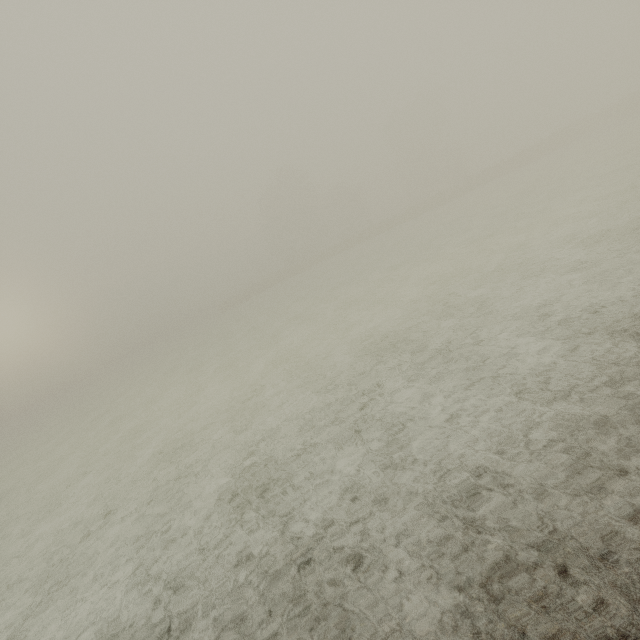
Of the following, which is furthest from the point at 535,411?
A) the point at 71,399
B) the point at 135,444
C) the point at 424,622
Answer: the point at 71,399
